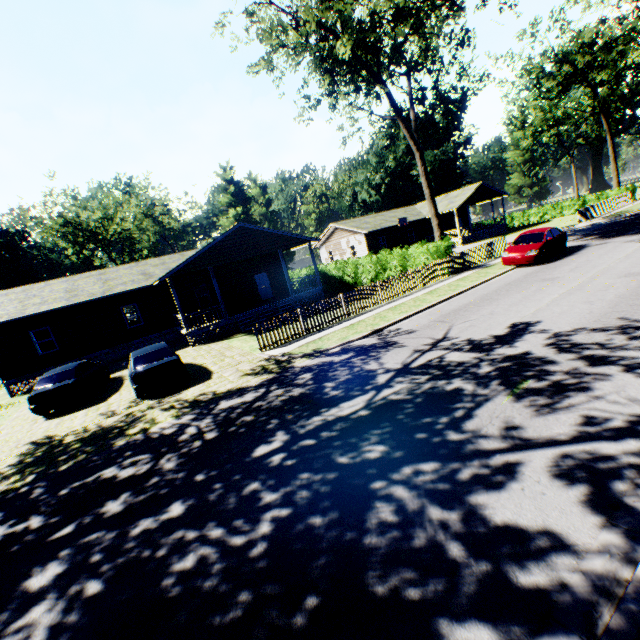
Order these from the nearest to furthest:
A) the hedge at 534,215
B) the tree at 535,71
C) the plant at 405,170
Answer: the tree at 535,71, the hedge at 534,215, the plant at 405,170

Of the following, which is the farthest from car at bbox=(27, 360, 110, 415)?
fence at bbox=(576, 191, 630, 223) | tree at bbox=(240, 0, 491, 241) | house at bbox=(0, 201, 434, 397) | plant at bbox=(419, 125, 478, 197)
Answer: fence at bbox=(576, 191, 630, 223)

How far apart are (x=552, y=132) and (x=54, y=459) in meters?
75.9 m

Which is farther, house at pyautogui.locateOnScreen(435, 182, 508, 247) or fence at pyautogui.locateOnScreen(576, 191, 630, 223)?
house at pyautogui.locateOnScreen(435, 182, 508, 247)

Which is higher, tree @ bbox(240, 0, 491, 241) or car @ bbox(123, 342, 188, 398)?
tree @ bbox(240, 0, 491, 241)

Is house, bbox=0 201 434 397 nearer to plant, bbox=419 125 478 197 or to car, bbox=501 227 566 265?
car, bbox=501 227 566 265

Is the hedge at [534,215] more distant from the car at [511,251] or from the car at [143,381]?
the car at [143,381]

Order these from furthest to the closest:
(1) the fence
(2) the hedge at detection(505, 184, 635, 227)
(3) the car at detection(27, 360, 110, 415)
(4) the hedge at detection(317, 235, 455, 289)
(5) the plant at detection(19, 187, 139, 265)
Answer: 1. (5) the plant at detection(19, 187, 139, 265)
2. (2) the hedge at detection(505, 184, 635, 227)
3. (1) the fence
4. (4) the hedge at detection(317, 235, 455, 289)
5. (3) the car at detection(27, 360, 110, 415)
